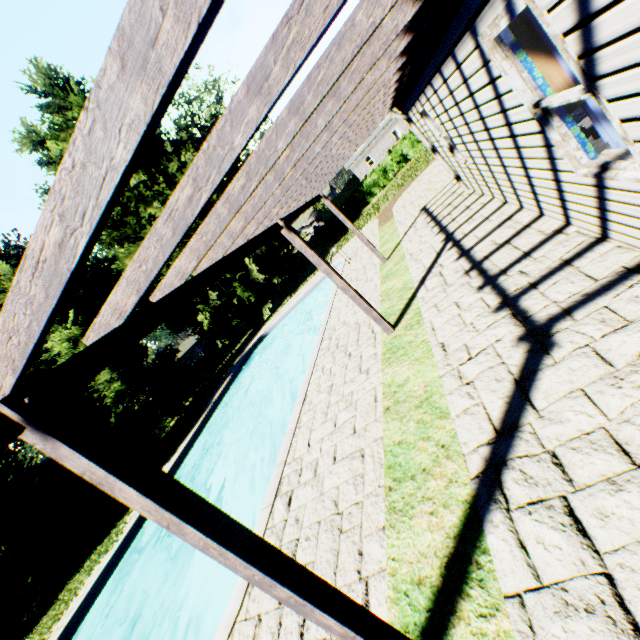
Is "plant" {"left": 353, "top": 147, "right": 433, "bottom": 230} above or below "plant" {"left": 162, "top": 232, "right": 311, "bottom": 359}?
below

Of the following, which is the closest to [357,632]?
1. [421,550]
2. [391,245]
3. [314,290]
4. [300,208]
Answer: [421,550]

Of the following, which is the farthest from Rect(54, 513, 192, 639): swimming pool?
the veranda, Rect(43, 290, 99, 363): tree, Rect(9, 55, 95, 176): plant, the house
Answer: the house

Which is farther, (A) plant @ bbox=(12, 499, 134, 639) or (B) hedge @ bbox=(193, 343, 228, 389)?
(B) hedge @ bbox=(193, 343, 228, 389)

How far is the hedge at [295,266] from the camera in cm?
3472

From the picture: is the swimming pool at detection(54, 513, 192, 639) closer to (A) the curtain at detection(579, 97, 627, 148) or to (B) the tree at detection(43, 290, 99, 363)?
(B) the tree at detection(43, 290, 99, 363)

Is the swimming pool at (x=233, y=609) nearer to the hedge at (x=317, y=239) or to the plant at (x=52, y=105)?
the plant at (x=52, y=105)

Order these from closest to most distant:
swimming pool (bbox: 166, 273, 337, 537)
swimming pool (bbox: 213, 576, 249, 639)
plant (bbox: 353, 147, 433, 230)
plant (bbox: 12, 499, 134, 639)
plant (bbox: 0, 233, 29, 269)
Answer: swimming pool (bbox: 213, 576, 249, 639) < swimming pool (bbox: 166, 273, 337, 537) < plant (bbox: 12, 499, 134, 639) < plant (bbox: 353, 147, 433, 230) < plant (bbox: 0, 233, 29, 269)
